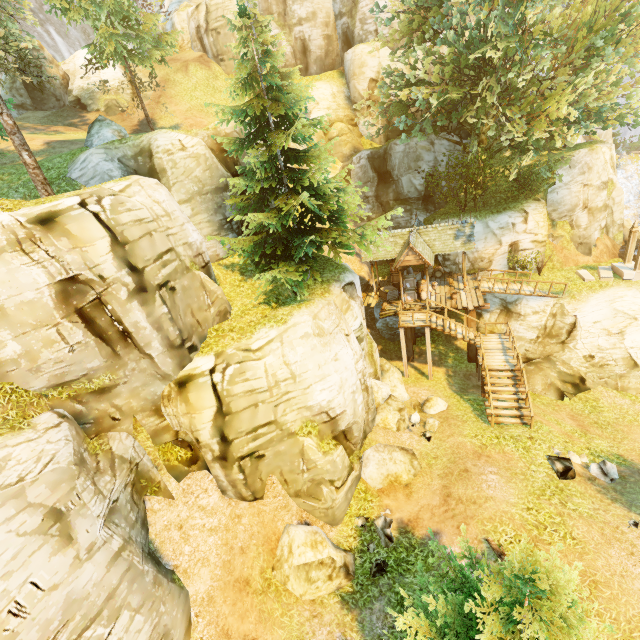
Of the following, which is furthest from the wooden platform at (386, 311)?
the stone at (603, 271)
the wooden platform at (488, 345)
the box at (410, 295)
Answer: the stone at (603, 271)

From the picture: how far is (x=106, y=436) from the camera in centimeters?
965cm

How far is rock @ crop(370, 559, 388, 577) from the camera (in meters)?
10.31

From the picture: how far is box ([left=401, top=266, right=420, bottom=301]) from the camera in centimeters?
2166cm

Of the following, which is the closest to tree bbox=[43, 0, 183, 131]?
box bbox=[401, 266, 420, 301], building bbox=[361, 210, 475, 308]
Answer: building bbox=[361, 210, 475, 308]

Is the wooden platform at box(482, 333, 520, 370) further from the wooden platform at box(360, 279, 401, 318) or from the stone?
the stone

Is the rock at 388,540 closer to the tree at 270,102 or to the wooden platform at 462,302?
the tree at 270,102

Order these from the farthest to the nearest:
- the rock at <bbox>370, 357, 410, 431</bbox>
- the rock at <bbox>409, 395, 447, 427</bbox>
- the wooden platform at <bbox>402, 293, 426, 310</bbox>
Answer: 1. the wooden platform at <bbox>402, 293, 426, 310</bbox>
2. the rock at <bbox>409, 395, 447, 427</bbox>
3. the rock at <bbox>370, 357, 410, 431</bbox>
